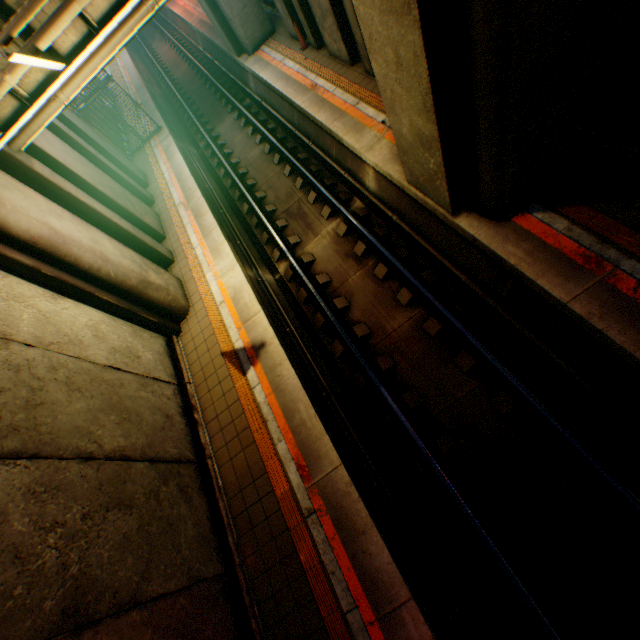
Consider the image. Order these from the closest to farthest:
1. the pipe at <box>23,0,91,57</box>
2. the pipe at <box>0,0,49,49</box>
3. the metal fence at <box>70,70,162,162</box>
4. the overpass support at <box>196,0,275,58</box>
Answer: the pipe at <box>0,0,49,49</box>
the pipe at <box>23,0,91,57</box>
the overpass support at <box>196,0,275,58</box>
the metal fence at <box>70,70,162,162</box>

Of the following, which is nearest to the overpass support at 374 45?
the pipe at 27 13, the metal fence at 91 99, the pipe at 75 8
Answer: the metal fence at 91 99

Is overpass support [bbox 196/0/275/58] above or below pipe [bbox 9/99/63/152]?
below

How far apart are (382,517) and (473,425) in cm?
236

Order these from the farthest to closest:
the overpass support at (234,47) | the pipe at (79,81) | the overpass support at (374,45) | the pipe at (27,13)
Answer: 1. the overpass support at (234,47)
2. the pipe at (79,81)
3. the pipe at (27,13)
4. the overpass support at (374,45)

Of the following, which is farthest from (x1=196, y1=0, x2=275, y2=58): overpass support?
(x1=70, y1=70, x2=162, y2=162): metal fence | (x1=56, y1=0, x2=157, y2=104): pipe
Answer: (x1=56, y1=0, x2=157, y2=104): pipe

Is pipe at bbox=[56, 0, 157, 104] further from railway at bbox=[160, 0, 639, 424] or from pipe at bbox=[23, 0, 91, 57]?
railway at bbox=[160, 0, 639, 424]

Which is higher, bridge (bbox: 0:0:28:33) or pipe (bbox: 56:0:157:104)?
bridge (bbox: 0:0:28:33)
